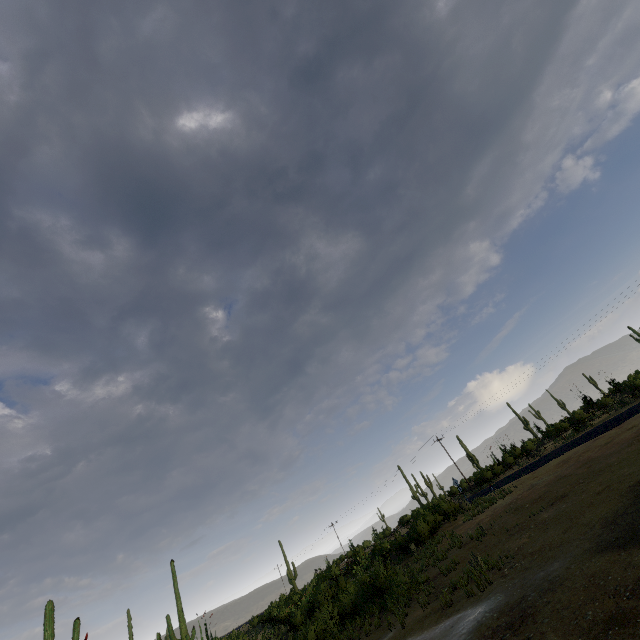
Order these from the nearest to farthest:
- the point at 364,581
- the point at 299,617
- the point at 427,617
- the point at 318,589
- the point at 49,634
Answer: A: the point at 427,617 < the point at 49,634 < the point at 364,581 < the point at 299,617 < the point at 318,589
